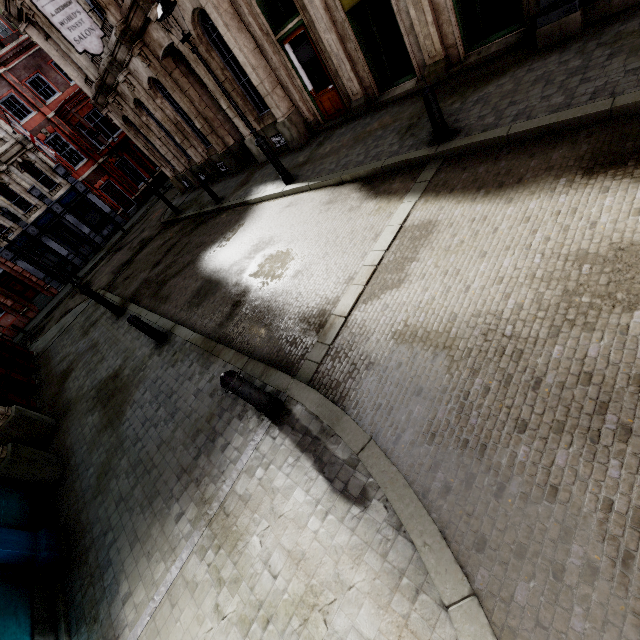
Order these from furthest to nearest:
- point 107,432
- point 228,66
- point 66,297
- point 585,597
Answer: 1. point 66,297
2. point 228,66
3. point 107,432
4. point 585,597

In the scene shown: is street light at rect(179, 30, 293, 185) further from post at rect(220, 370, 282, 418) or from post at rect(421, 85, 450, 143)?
post at rect(220, 370, 282, 418)

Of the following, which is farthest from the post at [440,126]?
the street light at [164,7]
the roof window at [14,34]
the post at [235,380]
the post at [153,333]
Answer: the roof window at [14,34]

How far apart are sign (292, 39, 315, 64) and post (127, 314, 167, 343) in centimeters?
904cm

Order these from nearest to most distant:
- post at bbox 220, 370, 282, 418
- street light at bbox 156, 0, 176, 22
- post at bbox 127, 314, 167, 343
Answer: post at bbox 220, 370, 282, 418 < street light at bbox 156, 0, 176, 22 < post at bbox 127, 314, 167, 343

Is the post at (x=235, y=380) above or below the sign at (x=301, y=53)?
below

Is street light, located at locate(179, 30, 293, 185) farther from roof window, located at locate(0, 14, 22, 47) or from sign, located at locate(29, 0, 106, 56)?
roof window, located at locate(0, 14, 22, 47)

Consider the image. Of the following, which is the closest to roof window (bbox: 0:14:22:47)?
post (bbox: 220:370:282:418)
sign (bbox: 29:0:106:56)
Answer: sign (bbox: 29:0:106:56)
